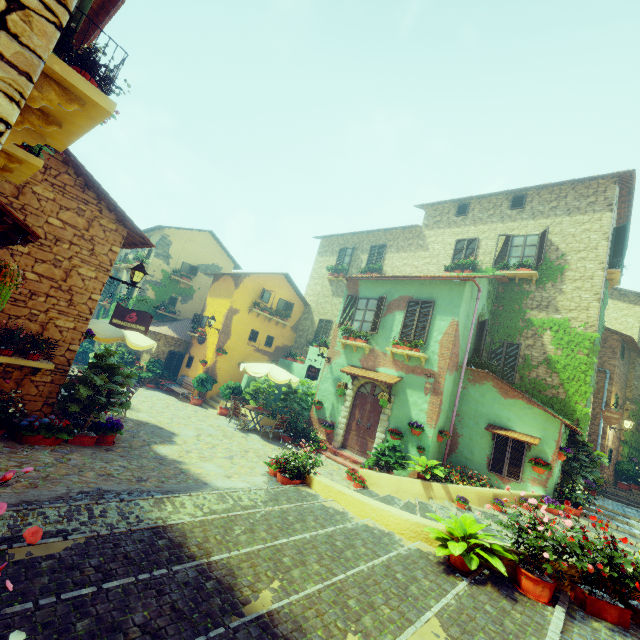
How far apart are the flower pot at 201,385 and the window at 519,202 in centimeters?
1682cm

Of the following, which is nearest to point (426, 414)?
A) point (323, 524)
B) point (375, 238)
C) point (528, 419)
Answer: point (528, 419)

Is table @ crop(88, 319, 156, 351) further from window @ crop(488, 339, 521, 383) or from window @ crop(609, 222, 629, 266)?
window @ crop(609, 222, 629, 266)

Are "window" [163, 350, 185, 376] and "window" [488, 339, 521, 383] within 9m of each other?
no

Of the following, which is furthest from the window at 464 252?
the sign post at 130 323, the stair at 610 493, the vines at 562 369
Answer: the sign post at 130 323

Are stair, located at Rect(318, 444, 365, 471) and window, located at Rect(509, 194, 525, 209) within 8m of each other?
no

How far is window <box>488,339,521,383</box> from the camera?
12.9 meters

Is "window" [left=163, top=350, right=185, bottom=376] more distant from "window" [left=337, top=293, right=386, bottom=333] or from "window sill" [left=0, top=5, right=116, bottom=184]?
"window sill" [left=0, top=5, right=116, bottom=184]
